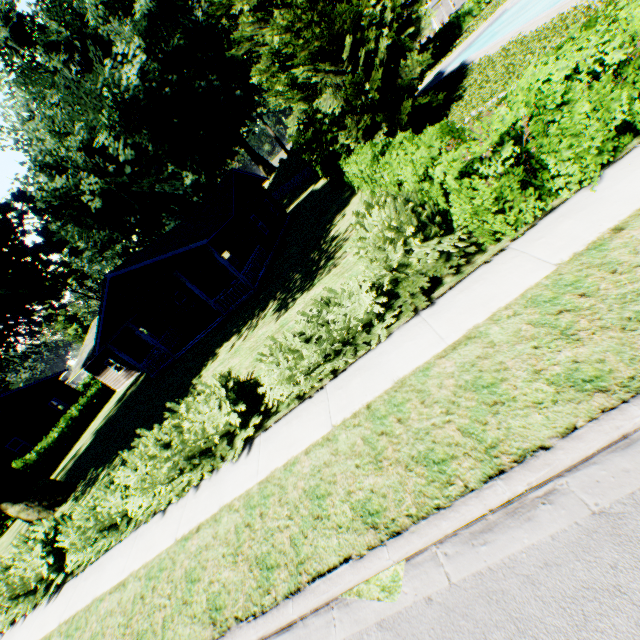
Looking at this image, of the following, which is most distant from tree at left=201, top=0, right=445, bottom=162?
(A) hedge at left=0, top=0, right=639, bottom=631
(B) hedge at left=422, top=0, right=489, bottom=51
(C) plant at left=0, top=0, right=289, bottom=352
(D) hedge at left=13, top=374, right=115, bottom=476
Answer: (D) hedge at left=13, top=374, right=115, bottom=476

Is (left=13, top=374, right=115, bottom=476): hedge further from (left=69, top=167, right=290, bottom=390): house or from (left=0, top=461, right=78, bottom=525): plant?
(left=69, top=167, right=290, bottom=390): house

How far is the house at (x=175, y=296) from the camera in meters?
17.2

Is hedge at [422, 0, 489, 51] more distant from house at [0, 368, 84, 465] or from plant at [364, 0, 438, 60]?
house at [0, 368, 84, 465]

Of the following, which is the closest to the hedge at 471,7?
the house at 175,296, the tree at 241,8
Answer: the tree at 241,8

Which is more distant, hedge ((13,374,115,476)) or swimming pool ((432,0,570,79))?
hedge ((13,374,115,476))

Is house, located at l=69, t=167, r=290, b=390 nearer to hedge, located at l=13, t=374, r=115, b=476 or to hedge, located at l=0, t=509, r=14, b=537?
hedge, located at l=13, t=374, r=115, b=476

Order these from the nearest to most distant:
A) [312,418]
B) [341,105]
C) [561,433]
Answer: [561,433], [312,418], [341,105]
